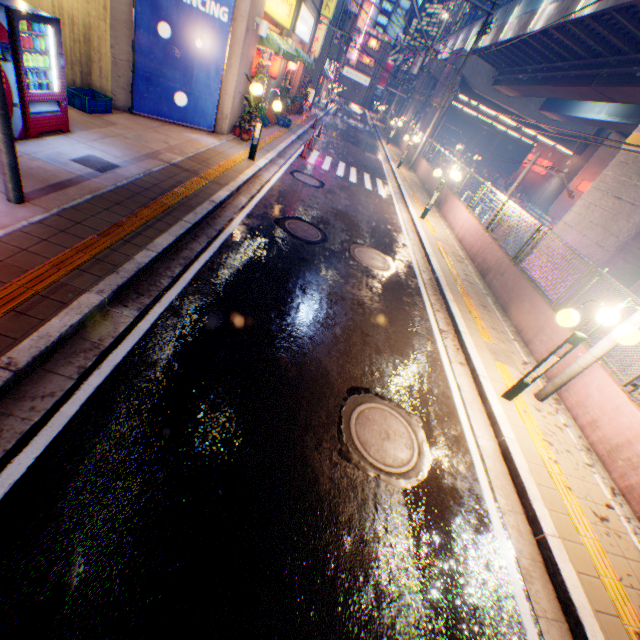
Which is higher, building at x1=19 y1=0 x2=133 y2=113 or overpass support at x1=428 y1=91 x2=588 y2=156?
overpass support at x1=428 y1=91 x2=588 y2=156

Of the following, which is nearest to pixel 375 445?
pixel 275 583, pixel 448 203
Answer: pixel 275 583

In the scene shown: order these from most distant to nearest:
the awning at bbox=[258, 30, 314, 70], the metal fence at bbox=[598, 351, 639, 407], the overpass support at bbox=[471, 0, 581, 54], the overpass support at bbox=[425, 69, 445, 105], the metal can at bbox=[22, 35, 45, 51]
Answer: the overpass support at bbox=[425, 69, 445, 105], the overpass support at bbox=[471, 0, 581, 54], the awning at bbox=[258, 30, 314, 70], the metal can at bbox=[22, 35, 45, 51], the metal fence at bbox=[598, 351, 639, 407]

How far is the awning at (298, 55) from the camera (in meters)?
11.96

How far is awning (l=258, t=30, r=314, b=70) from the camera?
12.0m

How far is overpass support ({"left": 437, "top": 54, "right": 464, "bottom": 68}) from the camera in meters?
30.1

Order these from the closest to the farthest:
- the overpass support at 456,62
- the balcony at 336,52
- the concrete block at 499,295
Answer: the concrete block at 499,295, the overpass support at 456,62, the balcony at 336,52

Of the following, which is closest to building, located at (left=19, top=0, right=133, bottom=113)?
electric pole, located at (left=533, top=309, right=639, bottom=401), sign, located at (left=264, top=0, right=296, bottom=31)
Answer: sign, located at (left=264, top=0, right=296, bottom=31)
